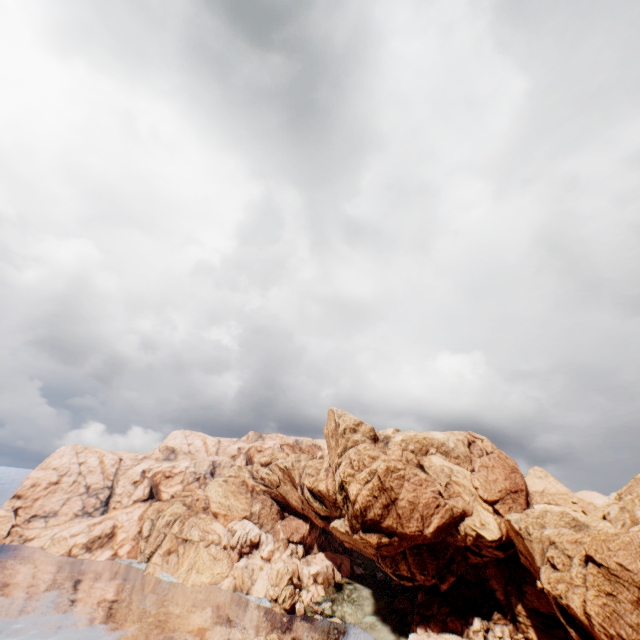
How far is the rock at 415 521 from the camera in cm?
5903

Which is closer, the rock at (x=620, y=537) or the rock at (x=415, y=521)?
the rock at (x=620, y=537)

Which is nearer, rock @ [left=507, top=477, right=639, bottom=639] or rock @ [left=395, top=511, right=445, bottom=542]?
rock @ [left=507, top=477, right=639, bottom=639]

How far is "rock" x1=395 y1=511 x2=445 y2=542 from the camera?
59.0 meters

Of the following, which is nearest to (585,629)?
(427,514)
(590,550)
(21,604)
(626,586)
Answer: (626,586)
